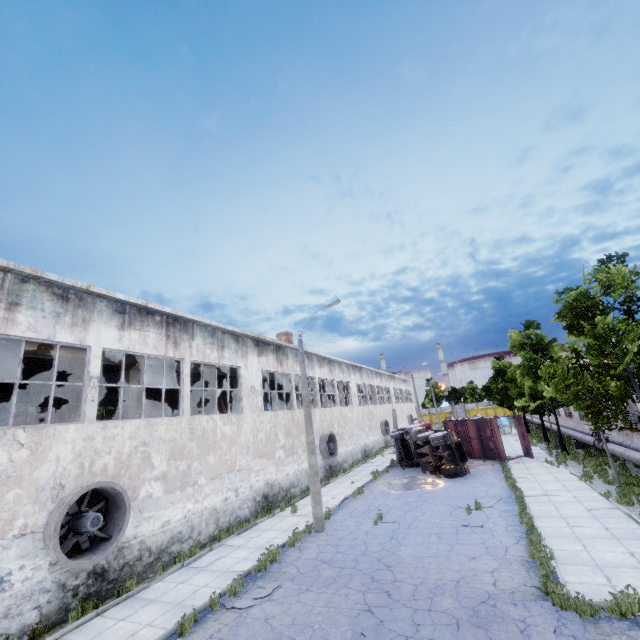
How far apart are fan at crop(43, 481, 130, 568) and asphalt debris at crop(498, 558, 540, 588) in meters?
11.4 m

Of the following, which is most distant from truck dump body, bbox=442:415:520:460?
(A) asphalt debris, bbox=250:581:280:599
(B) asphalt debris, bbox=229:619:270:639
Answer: (B) asphalt debris, bbox=229:619:270:639

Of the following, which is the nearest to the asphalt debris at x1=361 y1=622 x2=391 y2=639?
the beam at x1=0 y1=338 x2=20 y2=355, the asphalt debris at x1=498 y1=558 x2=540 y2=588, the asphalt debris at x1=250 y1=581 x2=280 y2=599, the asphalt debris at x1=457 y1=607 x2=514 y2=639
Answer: the asphalt debris at x1=457 y1=607 x2=514 y2=639

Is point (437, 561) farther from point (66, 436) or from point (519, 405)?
point (519, 405)

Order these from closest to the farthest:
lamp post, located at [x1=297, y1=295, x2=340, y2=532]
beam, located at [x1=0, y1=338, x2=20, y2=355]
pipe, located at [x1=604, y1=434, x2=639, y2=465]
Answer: beam, located at [x1=0, y1=338, x2=20, y2=355] < lamp post, located at [x1=297, y1=295, x2=340, y2=532] < pipe, located at [x1=604, y1=434, x2=639, y2=465]

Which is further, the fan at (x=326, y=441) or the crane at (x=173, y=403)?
the fan at (x=326, y=441)

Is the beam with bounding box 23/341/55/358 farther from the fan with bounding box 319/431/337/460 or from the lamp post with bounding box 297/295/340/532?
the lamp post with bounding box 297/295/340/532

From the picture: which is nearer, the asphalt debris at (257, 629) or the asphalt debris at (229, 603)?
the asphalt debris at (257, 629)
